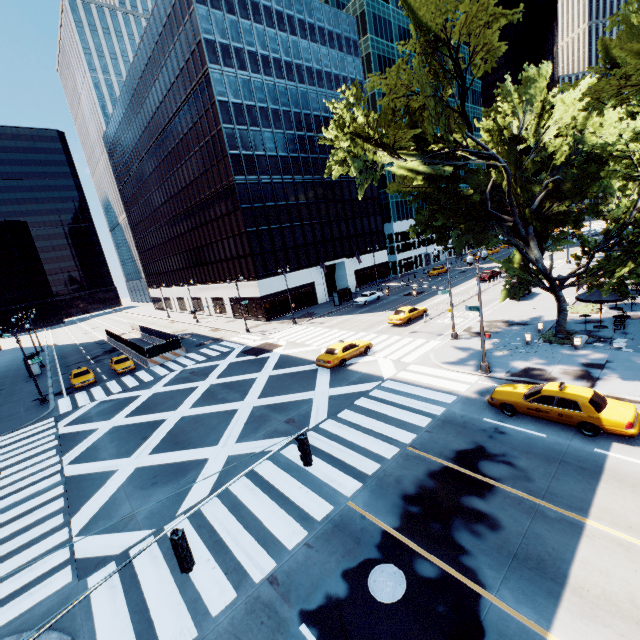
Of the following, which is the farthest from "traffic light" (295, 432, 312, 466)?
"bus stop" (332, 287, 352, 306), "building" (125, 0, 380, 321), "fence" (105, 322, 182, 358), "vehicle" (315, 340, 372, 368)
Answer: "bus stop" (332, 287, 352, 306)

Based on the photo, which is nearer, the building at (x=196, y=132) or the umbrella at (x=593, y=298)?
the umbrella at (x=593, y=298)

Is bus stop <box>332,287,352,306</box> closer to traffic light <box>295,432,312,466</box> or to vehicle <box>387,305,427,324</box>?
vehicle <box>387,305,427,324</box>

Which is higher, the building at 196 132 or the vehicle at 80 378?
the building at 196 132

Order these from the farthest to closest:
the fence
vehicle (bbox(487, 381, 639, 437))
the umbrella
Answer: the fence → the umbrella → vehicle (bbox(487, 381, 639, 437))

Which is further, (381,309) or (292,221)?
(292,221)

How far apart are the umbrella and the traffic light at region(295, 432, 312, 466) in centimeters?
2486cm

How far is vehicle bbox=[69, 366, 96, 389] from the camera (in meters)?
31.19
